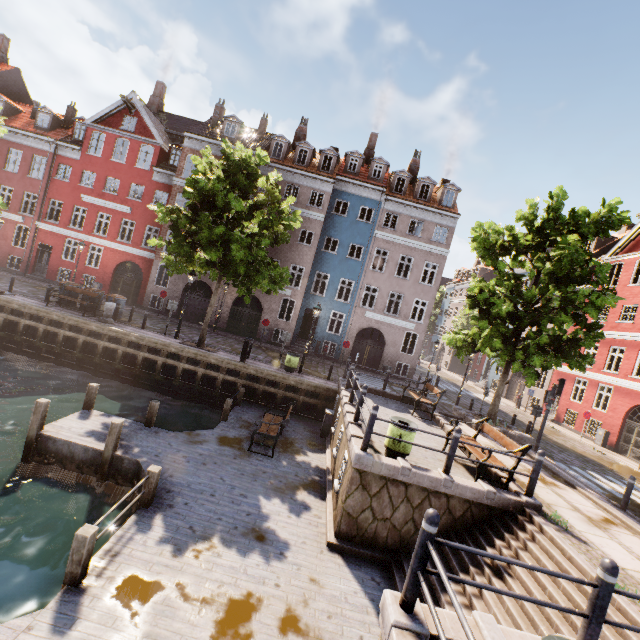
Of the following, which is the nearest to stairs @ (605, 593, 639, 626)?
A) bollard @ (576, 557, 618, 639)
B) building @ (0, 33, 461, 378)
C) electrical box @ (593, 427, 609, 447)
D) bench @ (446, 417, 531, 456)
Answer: bench @ (446, 417, 531, 456)

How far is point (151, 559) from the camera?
5.8 meters

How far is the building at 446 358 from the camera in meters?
46.3 m

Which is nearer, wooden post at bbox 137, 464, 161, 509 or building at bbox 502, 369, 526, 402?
wooden post at bbox 137, 464, 161, 509

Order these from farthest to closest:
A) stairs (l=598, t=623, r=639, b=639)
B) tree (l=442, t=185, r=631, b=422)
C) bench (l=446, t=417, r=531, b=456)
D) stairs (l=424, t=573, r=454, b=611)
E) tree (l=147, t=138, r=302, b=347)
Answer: tree (l=147, t=138, r=302, b=347)
tree (l=442, t=185, r=631, b=422)
bench (l=446, t=417, r=531, b=456)
stairs (l=424, t=573, r=454, b=611)
stairs (l=598, t=623, r=639, b=639)

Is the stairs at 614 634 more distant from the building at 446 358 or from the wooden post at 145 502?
the building at 446 358

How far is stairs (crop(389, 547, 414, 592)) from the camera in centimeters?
666cm

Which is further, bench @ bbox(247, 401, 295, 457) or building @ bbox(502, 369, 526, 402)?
building @ bbox(502, 369, 526, 402)
